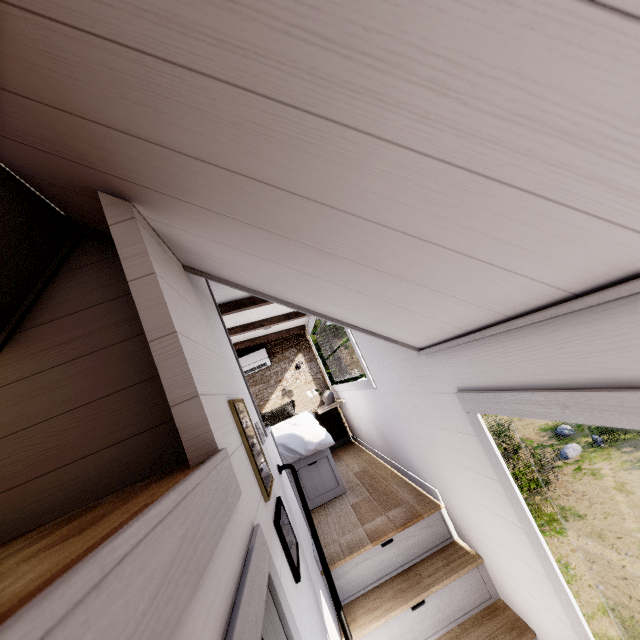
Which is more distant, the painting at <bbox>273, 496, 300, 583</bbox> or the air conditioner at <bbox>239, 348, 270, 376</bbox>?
the air conditioner at <bbox>239, 348, 270, 376</bbox>

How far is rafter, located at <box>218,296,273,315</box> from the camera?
3.4 meters

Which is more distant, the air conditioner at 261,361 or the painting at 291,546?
the air conditioner at 261,361

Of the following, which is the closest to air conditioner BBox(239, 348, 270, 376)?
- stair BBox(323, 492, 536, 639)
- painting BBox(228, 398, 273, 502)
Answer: stair BBox(323, 492, 536, 639)

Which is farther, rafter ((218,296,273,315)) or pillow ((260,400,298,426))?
pillow ((260,400,298,426))

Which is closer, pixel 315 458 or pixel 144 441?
pixel 144 441

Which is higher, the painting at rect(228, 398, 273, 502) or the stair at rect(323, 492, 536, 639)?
the painting at rect(228, 398, 273, 502)

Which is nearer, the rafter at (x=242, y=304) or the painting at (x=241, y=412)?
the painting at (x=241, y=412)
